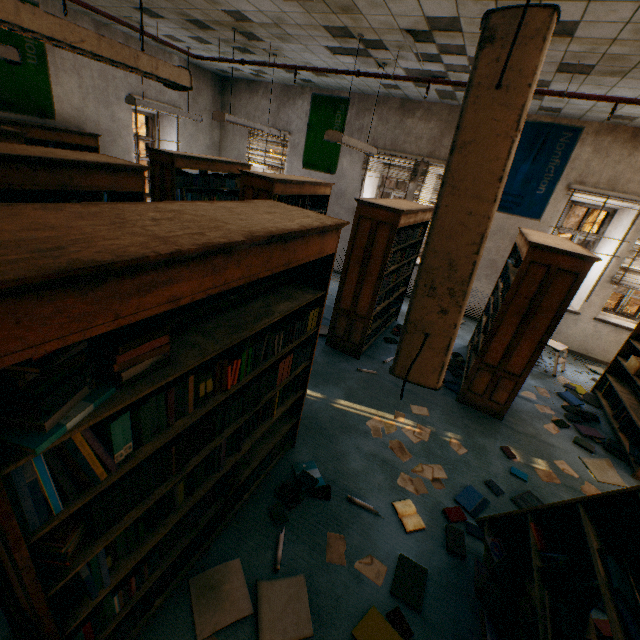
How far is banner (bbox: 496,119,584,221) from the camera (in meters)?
5.69

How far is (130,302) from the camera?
0.98m

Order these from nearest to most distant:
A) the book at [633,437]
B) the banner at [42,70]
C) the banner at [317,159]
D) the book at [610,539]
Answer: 1. the book at [610,539]
2. the book at [633,437]
3. the banner at [42,70]
4. the banner at [317,159]

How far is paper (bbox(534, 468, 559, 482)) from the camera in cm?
343

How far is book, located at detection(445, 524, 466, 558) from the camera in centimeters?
254cm

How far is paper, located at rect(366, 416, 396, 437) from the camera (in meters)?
3.57

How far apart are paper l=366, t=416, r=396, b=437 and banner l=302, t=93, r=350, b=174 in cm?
600

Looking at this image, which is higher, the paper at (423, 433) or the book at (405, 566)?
the book at (405, 566)
